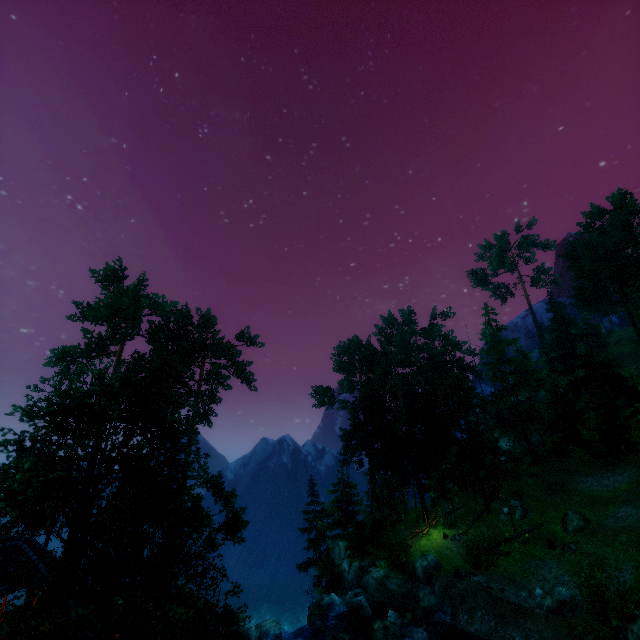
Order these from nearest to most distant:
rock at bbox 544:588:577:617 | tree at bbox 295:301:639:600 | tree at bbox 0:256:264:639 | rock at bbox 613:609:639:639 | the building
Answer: tree at bbox 0:256:264:639, rock at bbox 613:609:639:639, the building, rock at bbox 544:588:577:617, tree at bbox 295:301:639:600

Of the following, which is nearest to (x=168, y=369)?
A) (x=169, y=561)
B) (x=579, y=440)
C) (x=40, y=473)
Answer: (x=40, y=473)

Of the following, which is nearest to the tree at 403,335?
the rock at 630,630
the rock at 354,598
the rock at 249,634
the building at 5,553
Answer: the building at 5,553

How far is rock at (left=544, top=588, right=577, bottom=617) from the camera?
17.7m

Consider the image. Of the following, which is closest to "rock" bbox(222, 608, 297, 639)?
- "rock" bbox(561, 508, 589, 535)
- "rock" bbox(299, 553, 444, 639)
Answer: "rock" bbox(299, 553, 444, 639)

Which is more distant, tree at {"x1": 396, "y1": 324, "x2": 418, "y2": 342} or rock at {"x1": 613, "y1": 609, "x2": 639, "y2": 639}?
tree at {"x1": 396, "y1": 324, "x2": 418, "y2": 342}

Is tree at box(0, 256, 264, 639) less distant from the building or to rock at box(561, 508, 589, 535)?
the building

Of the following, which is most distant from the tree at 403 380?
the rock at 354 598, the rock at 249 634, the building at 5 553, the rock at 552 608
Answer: the rock at 552 608
